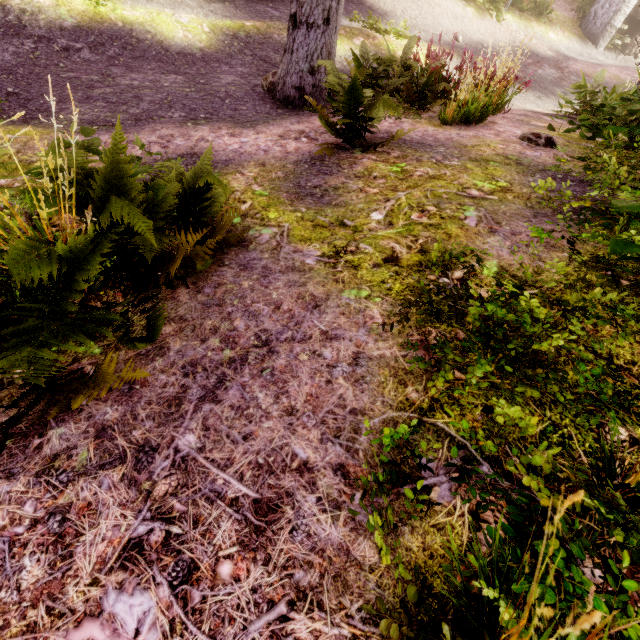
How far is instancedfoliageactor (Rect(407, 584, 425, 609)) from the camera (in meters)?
0.99

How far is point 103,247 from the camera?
1.64m

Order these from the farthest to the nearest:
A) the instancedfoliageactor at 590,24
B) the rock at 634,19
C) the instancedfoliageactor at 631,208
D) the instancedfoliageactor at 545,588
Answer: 1. the rock at 634,19
2. the instancedfoliageactor at 590,24
3. the instancedfoliageactor at 631,208
4. the instancedfoliageactor at 545,588

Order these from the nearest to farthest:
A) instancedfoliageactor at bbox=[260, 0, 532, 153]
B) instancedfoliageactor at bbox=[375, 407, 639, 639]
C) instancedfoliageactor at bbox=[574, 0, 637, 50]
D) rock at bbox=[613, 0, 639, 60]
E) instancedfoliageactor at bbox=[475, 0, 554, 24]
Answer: instancedfoliageactor at bbox=[375, 407, 639, 639]
instancedfoliageactor at bbox=[260, 0, 532, 153]
instancedfoliageactor at bbox=[475, 0, 554, 24]
instancedfoliageactor at bbox=[574, 0, 637, 50]
rock at bbox=[613, 0, 639, 60]

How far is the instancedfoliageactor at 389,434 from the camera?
1.0 meters
